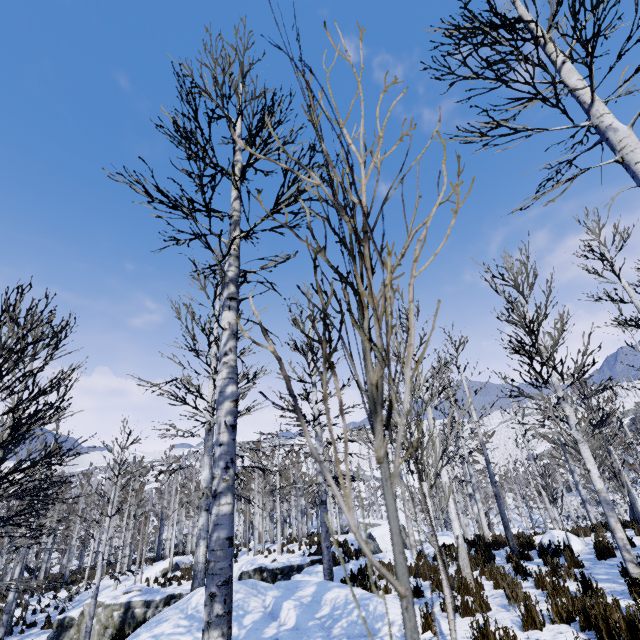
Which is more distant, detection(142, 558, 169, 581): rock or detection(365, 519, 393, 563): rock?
detection(142, 558, 169, 581): rock

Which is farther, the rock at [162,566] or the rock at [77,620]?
the rock at [162,566]

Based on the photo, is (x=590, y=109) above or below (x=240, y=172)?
below

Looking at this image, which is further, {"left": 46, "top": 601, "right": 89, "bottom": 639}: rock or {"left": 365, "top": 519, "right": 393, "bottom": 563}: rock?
{"left": 365, "top": 519, "right": 393, "bottom": 563}: rock

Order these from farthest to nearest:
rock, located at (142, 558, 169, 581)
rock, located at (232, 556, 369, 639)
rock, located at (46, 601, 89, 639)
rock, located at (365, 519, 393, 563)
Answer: rock, located at (142, 558, 169, 581)
rock, located at (365, 519, 393, 563)
rock, located at (46, 601, 89, 639)
rock, located at (232, 556, 369, 639)

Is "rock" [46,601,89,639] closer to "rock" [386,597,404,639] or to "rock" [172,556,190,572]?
"rock" [172,556,190,572]
